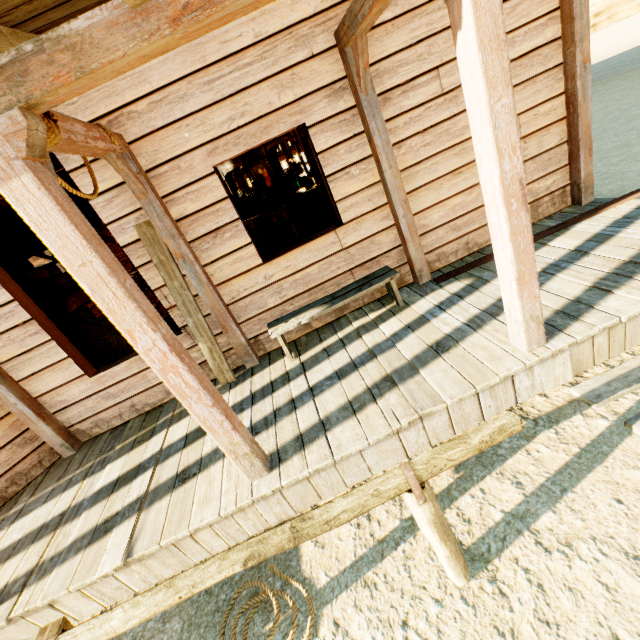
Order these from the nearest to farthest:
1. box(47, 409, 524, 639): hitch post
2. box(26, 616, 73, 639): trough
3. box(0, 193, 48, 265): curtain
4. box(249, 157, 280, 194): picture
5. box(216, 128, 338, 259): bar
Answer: box(47, 409, 524, 639): hitch post < box(26, 616, 73, 639): trough < box(0, 193, 48, 265): curtain < box(216, 128, 338, 259): bar < box(249, 157, 280, 194): picture

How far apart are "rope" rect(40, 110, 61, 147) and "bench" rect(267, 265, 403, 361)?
2.0m

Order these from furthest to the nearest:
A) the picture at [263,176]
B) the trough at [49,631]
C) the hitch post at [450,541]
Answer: the picture at [263,176] < the trough at [49,631] < the hitch post at [450,541]

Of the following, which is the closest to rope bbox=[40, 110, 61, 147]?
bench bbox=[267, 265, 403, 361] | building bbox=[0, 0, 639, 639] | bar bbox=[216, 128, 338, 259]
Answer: building bbox=[0, 0, 639, 639]

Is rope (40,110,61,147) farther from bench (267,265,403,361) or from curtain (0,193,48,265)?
bench (267,265,403,361)

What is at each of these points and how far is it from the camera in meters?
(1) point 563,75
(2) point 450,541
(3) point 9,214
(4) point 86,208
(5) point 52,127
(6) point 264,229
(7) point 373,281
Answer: (1) building, 3.7 m
(2) hitch post, 1.7 m
(3) curtain, 3.3 m
(4) curtain, 3.5 m
(5) rope, 1.8 m
(6) bar, 8.9 m
(7) bench, 3.8 m

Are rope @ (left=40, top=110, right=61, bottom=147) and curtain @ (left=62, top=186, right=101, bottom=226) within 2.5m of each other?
yes

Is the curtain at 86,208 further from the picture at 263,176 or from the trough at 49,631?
the picture at 263,176
